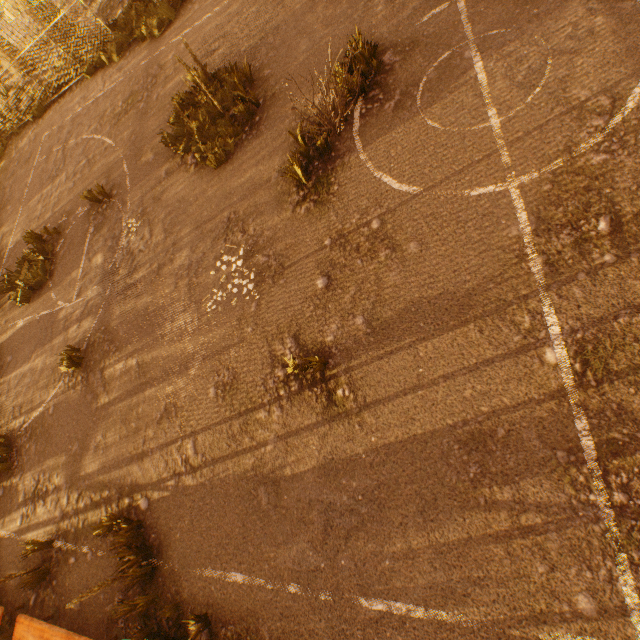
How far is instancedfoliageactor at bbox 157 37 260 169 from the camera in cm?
656

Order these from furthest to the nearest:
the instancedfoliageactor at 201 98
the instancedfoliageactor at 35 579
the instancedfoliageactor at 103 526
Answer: the instancedfoliageactor at 201 98 < the instancedfoliageactor at 35 579 < the instancedfoliageactor at 103 526

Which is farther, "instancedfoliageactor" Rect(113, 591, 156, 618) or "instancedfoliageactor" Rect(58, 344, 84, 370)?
"instancedfoliageactor" Rect(58, 344, 84, 370)

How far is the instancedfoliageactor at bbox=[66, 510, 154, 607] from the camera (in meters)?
4.25

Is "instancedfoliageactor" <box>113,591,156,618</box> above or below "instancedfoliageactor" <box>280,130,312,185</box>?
below

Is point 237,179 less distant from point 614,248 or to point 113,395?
point 113,395

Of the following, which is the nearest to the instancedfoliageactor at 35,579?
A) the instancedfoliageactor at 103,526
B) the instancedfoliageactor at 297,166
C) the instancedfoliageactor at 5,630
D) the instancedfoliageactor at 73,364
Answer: the instancedfoliageactor at 5,630

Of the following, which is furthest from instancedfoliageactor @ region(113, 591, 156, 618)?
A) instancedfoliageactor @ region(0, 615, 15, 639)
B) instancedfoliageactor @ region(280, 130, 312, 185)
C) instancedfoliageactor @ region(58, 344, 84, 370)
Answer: → instancedfoliageactor @ region(280, 130, 312, 185)
